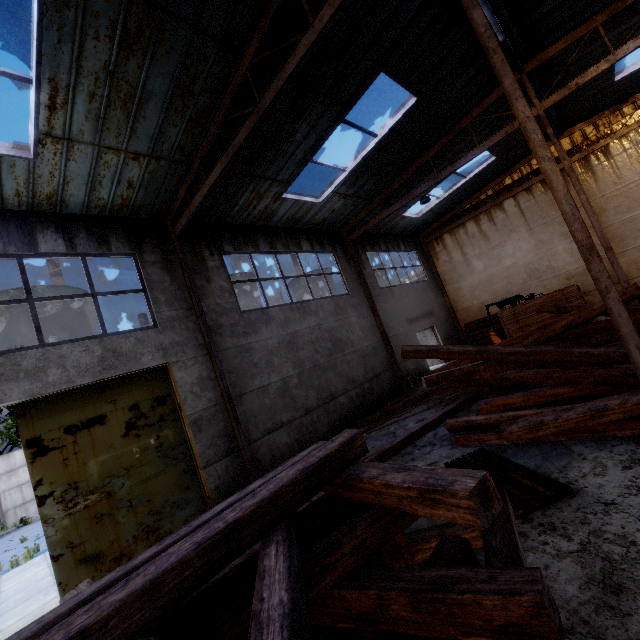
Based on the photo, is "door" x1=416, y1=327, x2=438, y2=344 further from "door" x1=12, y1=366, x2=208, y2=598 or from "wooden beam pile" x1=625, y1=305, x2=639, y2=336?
"door" x1=12, y1=366, x2=208, y2=598

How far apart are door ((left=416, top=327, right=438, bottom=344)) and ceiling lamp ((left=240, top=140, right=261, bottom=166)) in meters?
14.5 m

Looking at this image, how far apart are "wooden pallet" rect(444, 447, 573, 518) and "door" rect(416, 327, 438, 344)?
12.7m

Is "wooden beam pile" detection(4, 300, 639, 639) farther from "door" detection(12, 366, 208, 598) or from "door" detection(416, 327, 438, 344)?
"door" detection(416, 327, 438, 344)

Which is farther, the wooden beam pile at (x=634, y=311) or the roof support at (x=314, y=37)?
the wooden beam pile at (x=634, y=311)

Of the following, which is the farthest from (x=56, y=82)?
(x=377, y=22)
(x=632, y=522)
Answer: (x=632, y=522)

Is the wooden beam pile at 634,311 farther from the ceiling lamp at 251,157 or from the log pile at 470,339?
the log pile at 470,339

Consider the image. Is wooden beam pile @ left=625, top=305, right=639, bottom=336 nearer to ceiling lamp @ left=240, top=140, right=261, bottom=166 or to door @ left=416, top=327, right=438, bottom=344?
ceiling lamp @ left=240, top=140, right=261, bottom=166
